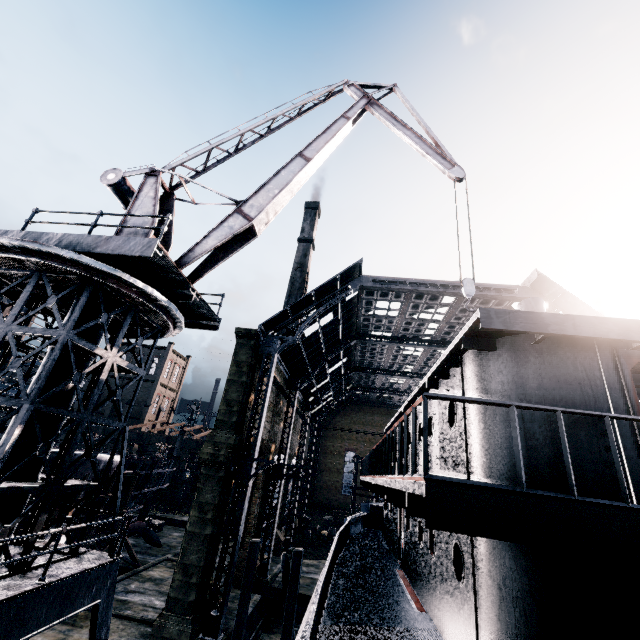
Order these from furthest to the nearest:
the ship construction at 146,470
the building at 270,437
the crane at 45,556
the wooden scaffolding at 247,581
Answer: the ship construction at 146,470
the building at 270,437
the wooden scaffolding at 247,581
the crane at 45,556

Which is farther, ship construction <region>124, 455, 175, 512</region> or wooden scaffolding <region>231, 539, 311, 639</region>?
ship construction <region>124, 455, 175, 512</region>

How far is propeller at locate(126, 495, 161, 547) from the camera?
33.19m

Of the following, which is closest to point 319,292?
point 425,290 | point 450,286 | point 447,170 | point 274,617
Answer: point 425,290

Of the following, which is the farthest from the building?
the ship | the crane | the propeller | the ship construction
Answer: the propeller

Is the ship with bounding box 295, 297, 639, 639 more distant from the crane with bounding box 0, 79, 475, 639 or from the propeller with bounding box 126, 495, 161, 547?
the propeller with bounding box 126, 495, 161, 547

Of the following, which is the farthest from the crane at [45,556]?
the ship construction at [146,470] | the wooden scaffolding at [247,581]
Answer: the wooden scaffolding at [247,581]

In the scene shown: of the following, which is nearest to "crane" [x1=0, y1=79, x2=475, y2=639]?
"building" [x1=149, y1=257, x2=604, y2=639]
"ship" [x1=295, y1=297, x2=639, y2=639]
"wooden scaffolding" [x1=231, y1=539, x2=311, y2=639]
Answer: "ship" [x1=295, y1=297, x2=639, y2=639]
